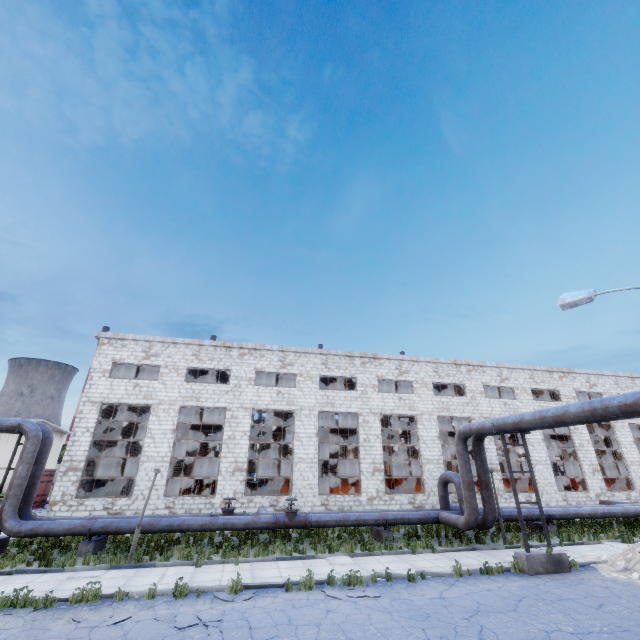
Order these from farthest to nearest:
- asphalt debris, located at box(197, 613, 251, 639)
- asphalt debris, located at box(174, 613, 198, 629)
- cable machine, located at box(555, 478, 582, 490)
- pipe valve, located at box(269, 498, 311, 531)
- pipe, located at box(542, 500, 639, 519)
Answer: cable machine, located at box(555, 478, 582, 490) < pipe, located at box(542, 500, 639, 519) < pipe valve, located at box(269, 498, 311, 531) < asphalt debris, located at box(174, 613, 198, 629) < asphalt debris, located at box(197, 613, 251, 639)

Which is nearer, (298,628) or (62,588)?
(298,628)

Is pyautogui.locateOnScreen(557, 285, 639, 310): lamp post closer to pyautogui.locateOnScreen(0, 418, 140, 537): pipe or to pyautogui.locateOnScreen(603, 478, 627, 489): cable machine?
pyautogui.locateOnScreen(0, 418, 140, 537): pipe

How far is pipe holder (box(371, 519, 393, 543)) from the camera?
15.9m

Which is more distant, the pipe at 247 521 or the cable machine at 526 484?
the cable machine at 526 484

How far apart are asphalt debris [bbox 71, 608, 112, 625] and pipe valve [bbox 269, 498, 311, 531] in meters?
7.7 m

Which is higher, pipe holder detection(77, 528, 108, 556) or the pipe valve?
the pipe valve

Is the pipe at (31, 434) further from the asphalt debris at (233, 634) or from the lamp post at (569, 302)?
the lamp post at (569, 302)
